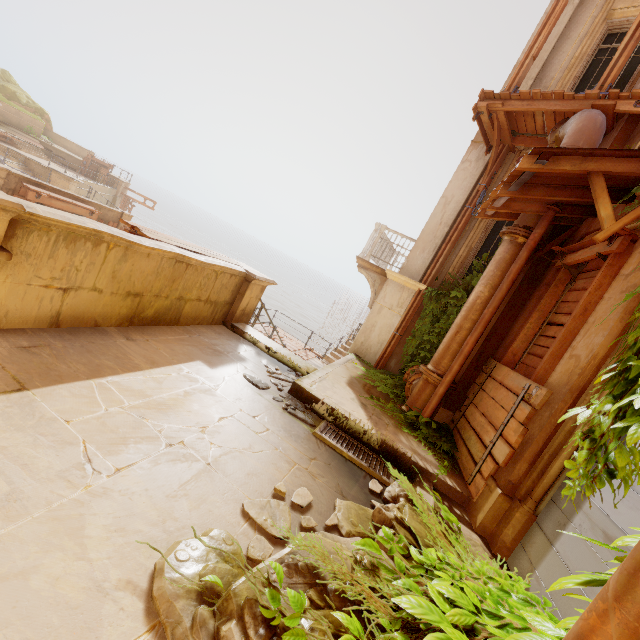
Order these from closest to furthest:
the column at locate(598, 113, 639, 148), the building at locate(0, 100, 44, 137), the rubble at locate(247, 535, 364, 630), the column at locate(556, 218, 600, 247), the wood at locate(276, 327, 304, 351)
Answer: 1. the rubble at locate(247, 535, 364, 630)
2. the column at locate(556, 218, 600, 247)
3. the column at locate(598, 113, 639, 148)
4. the wood at locate(276, 327, 304, 351)
5. the building at locate(0, 100, 44, 137)

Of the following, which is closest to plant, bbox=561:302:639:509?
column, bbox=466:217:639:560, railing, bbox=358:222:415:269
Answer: column, bbox=466:217:639:560

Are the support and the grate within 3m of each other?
no

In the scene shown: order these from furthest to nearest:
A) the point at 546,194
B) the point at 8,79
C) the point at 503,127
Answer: the point at 8,79
the point at 503,127
the point at 546,194

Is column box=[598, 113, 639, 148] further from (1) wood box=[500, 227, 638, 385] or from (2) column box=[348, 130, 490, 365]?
(2) column box=[348, 130, 490, 365]

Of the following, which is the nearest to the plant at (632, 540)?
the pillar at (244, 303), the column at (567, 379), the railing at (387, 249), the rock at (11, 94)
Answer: the column at (567, 379)

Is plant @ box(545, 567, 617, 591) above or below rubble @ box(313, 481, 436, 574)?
above

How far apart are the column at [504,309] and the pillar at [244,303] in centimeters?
401cm
